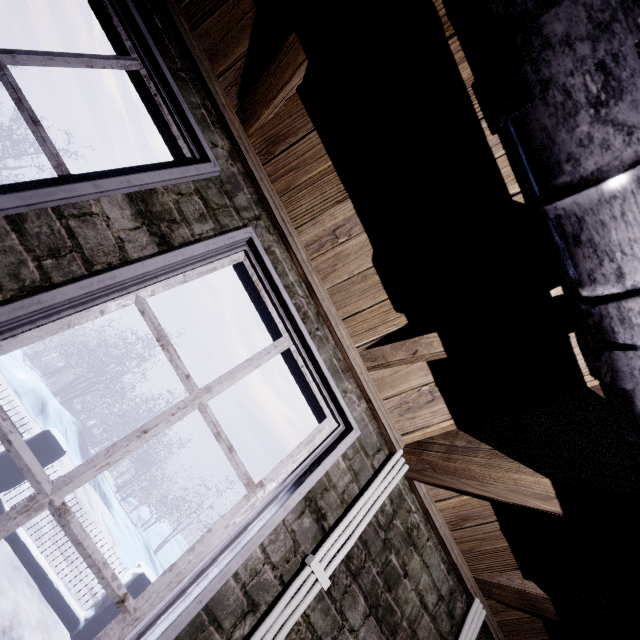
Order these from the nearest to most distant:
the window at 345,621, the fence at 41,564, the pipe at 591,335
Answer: the pipe at 591,335 < the window at 345,621 < the fence at 41,564

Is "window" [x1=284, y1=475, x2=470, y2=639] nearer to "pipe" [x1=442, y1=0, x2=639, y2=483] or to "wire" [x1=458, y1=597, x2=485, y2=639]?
"wire" [x1=458, y1=597, x2=485, y2=639]

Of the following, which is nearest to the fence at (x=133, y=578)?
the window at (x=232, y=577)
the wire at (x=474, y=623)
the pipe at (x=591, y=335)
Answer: the window at (x=232, y=577)

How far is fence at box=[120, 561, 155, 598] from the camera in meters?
4.4 m

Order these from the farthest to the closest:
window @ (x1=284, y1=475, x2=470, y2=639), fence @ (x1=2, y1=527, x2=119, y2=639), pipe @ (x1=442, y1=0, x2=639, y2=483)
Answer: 1. fence @ (x1=2, y1=527, x2=119, y2=639)
2. window @ (x1=284, y1=475, x2=470, y2=639)
3. pipe @ (x1=442, y1=0, x2=639, y2=483)

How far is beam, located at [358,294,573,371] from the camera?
0.9m

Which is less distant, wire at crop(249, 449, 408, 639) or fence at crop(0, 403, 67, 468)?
wire at crop(249, 449, 408, 639)

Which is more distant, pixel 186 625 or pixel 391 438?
pixel 391 438
